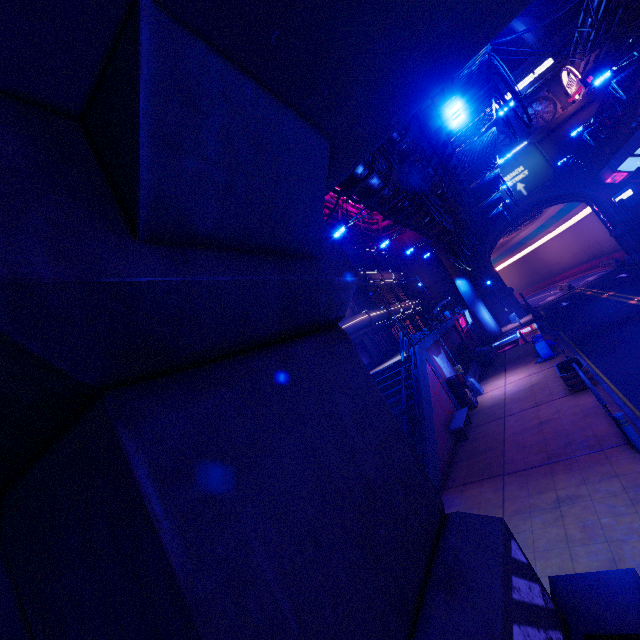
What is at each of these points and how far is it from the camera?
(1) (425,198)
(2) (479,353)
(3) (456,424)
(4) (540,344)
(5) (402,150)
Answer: (1) cable, 13.7m
(2) generator, 26.0m
(3) bench, 14.9m
(4) trash can, 19.4m
(5) walkway, 11.4m

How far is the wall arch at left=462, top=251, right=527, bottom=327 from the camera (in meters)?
41.38

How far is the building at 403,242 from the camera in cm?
4491

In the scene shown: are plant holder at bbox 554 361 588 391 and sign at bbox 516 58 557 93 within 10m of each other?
no

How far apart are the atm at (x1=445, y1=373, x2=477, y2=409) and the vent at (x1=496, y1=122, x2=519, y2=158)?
36.6 meters

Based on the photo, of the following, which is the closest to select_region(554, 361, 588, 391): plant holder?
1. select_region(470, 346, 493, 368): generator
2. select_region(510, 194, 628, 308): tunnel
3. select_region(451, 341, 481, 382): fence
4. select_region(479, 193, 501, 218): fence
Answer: select_region(451, 341, 481, 382): fence

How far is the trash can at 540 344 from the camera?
19.2 meters

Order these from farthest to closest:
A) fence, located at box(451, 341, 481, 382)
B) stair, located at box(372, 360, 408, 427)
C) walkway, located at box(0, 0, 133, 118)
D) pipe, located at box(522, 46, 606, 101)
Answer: pipe, located at box(522, 46, 606, 101), fence, located at box(451, 341, 481, 382), stair, located at box(372, 360, 408, 427), walkway, located at box(0, 0, 133, 118)
